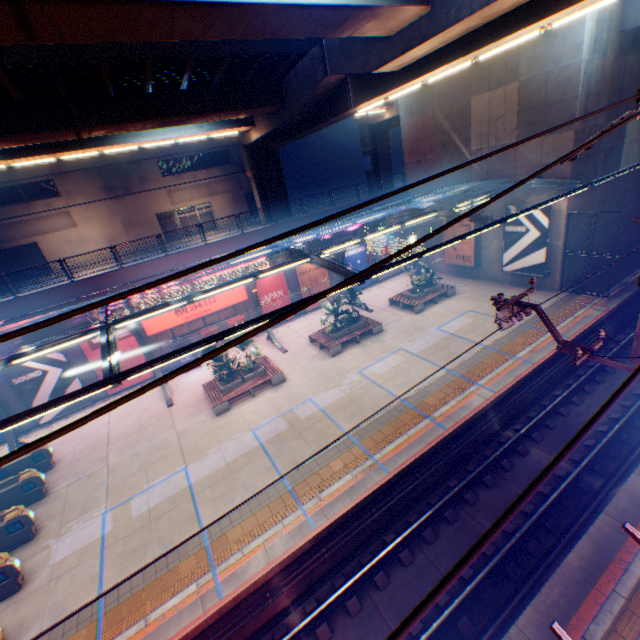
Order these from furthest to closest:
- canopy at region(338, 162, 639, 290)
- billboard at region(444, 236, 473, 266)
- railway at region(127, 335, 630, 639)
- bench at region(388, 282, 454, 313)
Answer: billboard at region(444, 236, 473, 266)
bench at region(388, 282, 454, 313)
canopy at region(338, 162, 639, 290)
railway at region(127, 335, 630, 639)

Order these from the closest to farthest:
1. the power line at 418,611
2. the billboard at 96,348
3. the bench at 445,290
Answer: the power line at 418,611, the billboard at 96,348, the bench at 445,290

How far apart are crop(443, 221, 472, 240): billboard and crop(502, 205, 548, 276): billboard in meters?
2.0

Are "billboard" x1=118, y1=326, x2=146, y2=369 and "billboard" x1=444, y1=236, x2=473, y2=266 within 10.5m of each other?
no

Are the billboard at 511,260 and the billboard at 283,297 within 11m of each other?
no

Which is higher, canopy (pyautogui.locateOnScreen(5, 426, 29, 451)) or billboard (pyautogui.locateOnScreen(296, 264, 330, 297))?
billboard (pyautogui.locateOnScreen(296, 264, 330, 297))

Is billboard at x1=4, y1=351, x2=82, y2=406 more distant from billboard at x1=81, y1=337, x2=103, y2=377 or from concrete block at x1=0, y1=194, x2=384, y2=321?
concrete block at x1=0, y1=194, x2=384, y2=321

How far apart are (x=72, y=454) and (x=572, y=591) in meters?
19.6
